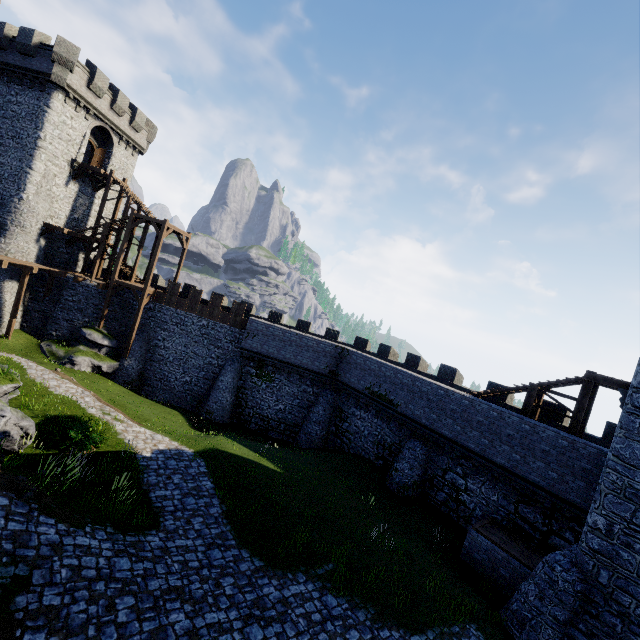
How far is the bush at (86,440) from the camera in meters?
13.0

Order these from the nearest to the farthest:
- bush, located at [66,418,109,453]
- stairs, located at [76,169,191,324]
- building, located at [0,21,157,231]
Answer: bush, located at [66,418,109,453] → building, located at [0,21,157,231] → stairs, located at [76,169,191,324]

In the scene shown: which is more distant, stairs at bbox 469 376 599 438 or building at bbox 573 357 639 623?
stairs at bbox 469 376 599 438

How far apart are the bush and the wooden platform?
21.3 meters

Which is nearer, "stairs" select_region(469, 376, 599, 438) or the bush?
the bush

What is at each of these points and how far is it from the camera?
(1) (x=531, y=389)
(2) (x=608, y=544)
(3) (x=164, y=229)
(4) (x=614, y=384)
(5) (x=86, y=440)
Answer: (1) stairs, 16.4m
(2) building, 10.4m
(3) stairs, 26.4m
(4) wooden platform, 13.7m
(5) bush, 13.1m

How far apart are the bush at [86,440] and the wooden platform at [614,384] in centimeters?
2132cm

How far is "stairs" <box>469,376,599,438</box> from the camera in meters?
14.8
